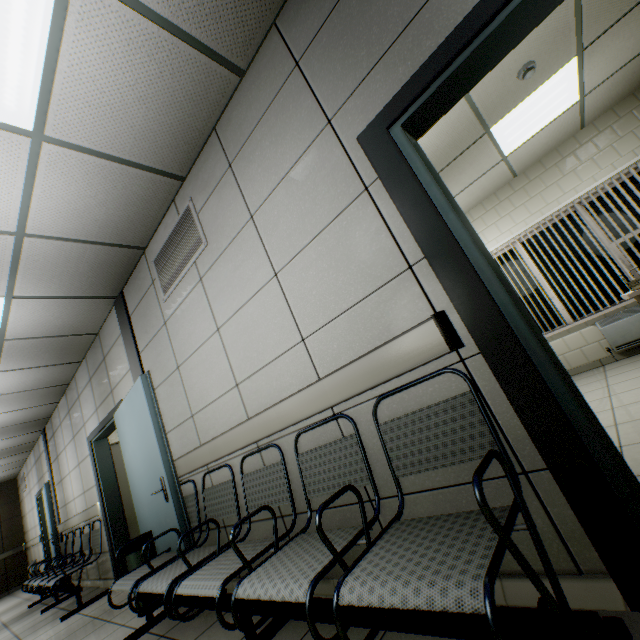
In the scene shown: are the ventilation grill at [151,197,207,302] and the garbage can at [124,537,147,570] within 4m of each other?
yes

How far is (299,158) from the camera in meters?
2.0

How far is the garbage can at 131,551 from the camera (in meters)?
3.12

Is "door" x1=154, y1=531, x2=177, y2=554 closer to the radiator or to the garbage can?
the garbage can

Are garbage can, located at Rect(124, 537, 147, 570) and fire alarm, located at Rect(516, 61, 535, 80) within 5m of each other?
no

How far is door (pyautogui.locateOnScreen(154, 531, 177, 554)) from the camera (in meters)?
2.87

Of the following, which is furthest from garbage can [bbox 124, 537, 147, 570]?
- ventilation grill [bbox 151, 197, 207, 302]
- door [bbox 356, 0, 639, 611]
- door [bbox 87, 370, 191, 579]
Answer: door [bbox 356, 0, 639, 611]

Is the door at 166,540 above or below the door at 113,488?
below
